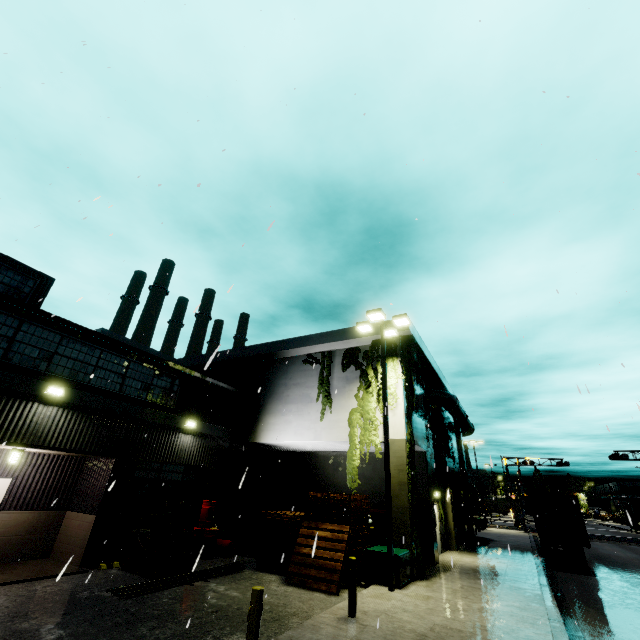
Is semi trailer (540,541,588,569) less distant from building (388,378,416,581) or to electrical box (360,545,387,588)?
building (388,378,416,581)

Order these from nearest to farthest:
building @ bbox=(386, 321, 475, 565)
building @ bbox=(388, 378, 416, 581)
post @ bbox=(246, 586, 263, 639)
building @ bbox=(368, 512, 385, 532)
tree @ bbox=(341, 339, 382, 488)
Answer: post @ bbox=(246, 586, 263, 639)
building @ bbox=(388, 378, 416, 581)
tree @ bbox=(341, 339, 382, 488)
building @ bbox=(386, 321, 475, 565)
building @ bbox=(368, 512, 385, 532)

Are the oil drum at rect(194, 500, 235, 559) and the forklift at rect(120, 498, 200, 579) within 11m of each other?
yes

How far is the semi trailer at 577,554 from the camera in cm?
1768

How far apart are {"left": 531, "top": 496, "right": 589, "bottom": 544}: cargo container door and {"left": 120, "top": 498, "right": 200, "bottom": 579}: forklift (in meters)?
18.18

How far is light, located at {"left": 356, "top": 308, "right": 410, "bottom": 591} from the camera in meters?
10.7

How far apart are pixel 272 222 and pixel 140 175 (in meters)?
6.09

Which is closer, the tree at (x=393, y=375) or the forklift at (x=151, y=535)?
the forklift at (x=151, y=535)
